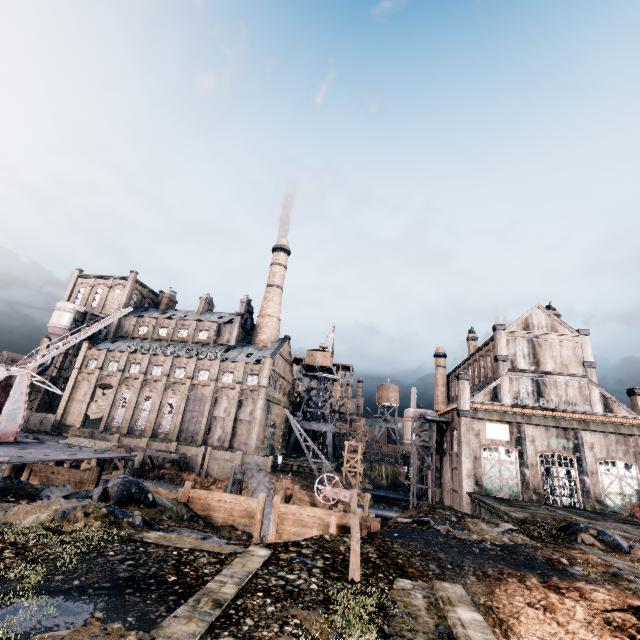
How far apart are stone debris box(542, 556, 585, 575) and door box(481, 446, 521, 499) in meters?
24.2 m

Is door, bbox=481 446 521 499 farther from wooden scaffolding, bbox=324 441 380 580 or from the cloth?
the cloth

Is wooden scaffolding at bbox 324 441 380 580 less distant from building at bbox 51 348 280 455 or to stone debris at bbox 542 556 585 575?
stone debris at bbox 542 556 585 575

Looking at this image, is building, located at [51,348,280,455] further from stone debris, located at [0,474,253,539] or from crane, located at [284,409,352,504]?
stone debris, located at [0,474,253,539]

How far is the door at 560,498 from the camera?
34.1 meters

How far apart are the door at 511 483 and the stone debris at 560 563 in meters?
24.2 m

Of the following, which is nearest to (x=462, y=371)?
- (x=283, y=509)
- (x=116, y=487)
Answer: (x=283, y=509)

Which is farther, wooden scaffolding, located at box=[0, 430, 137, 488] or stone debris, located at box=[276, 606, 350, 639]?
wooden scaffolding, located at box=[0, 430, 137, 488]
